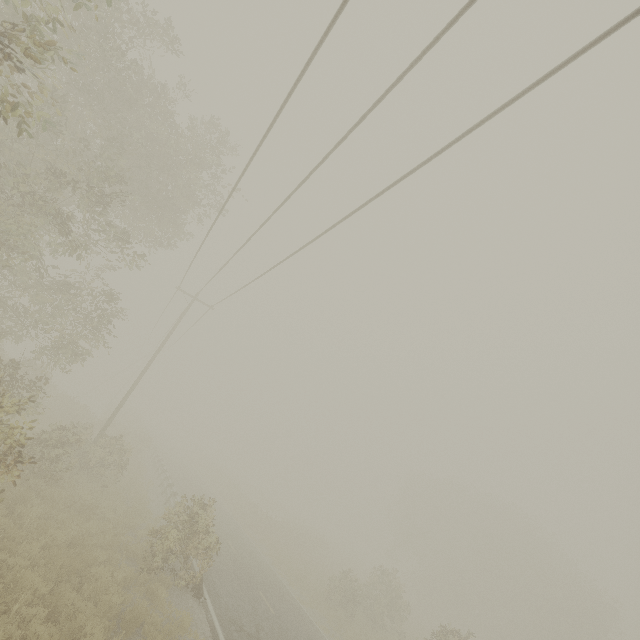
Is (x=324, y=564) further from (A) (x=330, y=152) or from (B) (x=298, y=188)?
(A) (x=330, y=152)

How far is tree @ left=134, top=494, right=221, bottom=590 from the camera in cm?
1155

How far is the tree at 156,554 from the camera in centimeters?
1155cm

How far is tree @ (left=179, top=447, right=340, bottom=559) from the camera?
30.55m

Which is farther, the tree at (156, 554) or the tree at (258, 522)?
the tree at (258, 522)

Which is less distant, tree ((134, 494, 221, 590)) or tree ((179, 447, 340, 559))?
tree ((134, 494, 221, 590))
